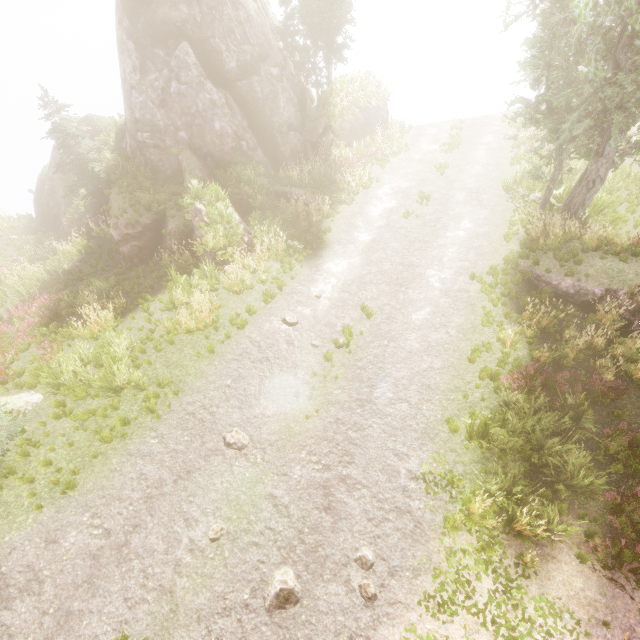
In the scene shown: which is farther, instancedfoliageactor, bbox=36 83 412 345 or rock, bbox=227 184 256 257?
rock, bbox=227 184 256 257

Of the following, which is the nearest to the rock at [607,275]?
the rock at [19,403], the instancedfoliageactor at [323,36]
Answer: the instancedfoliageactor at [323,36]

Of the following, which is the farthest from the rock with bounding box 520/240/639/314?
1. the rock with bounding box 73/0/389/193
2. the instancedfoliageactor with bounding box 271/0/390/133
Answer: the rock with bounding box 73/0/389/193

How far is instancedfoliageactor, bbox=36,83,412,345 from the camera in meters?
12.3 m

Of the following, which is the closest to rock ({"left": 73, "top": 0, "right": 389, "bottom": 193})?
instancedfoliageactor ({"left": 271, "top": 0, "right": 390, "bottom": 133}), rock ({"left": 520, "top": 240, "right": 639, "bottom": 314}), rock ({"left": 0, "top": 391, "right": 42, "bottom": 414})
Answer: instancedfoliageactor ({"left": 271, "top": 0, "right": 390, "bottom": 133})

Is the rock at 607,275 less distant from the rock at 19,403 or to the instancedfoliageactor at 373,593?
the instancedfoliageactor at 373,593

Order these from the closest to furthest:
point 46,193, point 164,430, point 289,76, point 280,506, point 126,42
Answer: point 280,506 < point 164,430 < point 126,42 < point 289,76 < point 46,193
